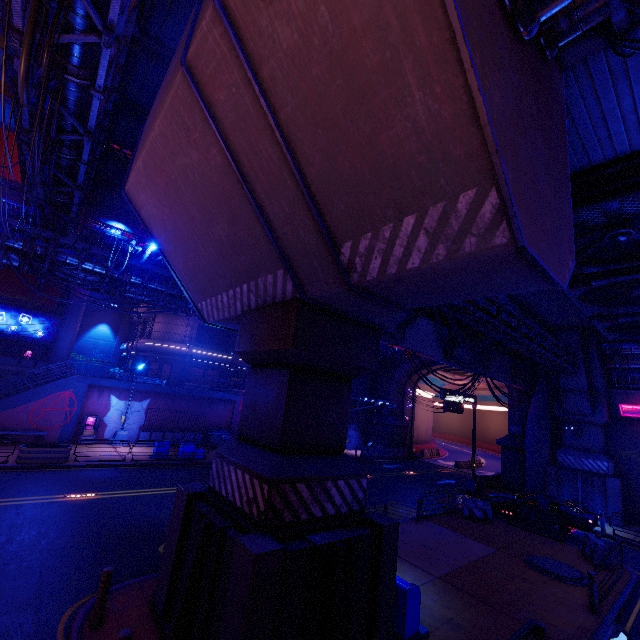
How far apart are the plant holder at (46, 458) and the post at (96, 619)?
14.2 meters

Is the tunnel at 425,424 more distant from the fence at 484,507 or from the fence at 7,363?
the fence at 7,363

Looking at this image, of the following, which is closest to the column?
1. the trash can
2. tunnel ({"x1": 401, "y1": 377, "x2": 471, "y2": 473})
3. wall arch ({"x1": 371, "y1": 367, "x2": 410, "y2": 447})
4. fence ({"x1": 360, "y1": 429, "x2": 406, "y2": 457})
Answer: the trash can

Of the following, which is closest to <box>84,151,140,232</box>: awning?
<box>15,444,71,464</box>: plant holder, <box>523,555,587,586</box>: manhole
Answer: <box>15,444,71,464</box>: plant holder

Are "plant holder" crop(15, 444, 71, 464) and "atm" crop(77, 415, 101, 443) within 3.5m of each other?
no

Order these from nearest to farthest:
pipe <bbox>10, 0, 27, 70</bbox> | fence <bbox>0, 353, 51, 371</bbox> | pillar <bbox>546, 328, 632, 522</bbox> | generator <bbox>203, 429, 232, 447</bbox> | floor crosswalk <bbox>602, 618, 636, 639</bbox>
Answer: pipe <bbox>10, 0, 27, 70</bbox> < floor crosswalk <bbox>602, 618, 636, 639</bbox> < pillar <bbox>546, 328, 632, 522</bbox> < fence <bbox>0, 353, 51, 371</bbox> < generator <bbox>203, 429, 232, 447</bbox>

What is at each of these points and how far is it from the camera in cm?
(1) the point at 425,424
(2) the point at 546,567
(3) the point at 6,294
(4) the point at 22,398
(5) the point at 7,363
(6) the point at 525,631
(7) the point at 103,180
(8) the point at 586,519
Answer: (1) tunnel, 4575
(2) manhole, 1251
(3) building, 3112
(4) beam, 2128
(5) fence, 2564
(6) railing, 659
(7) awning, 2398
(8) car, 1659

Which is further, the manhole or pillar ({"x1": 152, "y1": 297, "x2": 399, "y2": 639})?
the manhole
